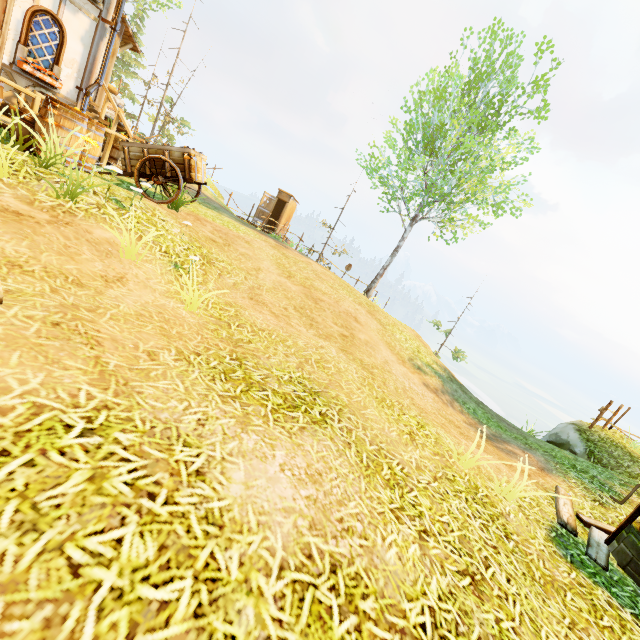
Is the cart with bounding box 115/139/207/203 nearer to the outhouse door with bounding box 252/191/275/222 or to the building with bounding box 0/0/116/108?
the building with bounding box 0/0/116/108

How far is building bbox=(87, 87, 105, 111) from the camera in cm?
1115

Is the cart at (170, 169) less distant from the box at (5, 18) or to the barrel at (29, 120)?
the barrel at (29, 120)

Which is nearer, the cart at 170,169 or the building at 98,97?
the cart at 170,169

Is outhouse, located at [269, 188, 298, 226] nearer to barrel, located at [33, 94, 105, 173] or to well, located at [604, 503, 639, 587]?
barrel, located at [33, 94, 105, 173]

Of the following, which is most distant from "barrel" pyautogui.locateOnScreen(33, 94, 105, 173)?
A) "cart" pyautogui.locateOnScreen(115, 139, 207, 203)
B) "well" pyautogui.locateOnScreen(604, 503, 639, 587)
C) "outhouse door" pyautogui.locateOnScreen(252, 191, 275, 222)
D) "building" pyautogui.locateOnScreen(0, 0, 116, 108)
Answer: "outhouse door" pyautogui.locateOnScreen(252, 191, 275, 222)

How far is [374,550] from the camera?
2.4m

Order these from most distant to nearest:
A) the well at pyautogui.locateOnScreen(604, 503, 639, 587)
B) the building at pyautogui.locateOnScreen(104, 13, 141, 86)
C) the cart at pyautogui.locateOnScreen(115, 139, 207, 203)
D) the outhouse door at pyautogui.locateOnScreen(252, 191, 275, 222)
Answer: the outhouse door at pyautogui.locateOnScreen(252, 191, 275, 222)
the building at pyautogui.locateOnScreen(104, 13, 141, 86)
the cart at pyautogui.locateOnScreen(115, 139, 207, 203)
the well at pyautogui.locateOnScreen(604, 503, 639, 587)
